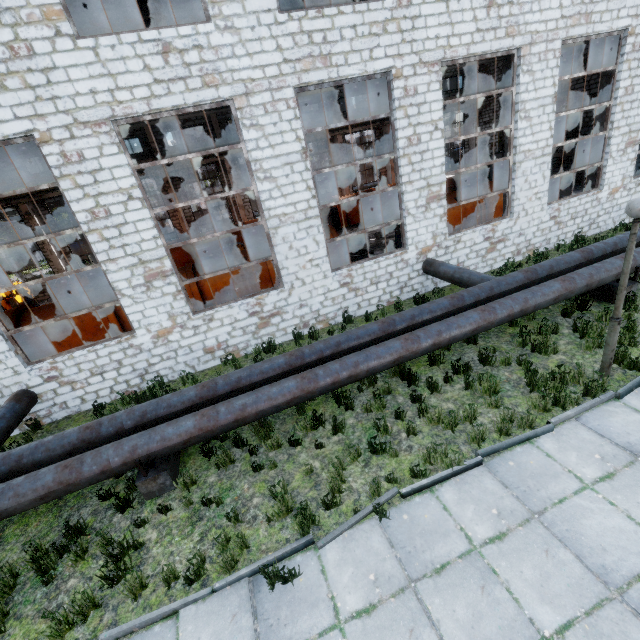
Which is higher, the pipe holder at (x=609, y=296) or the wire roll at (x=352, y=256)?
the wire roll at (x=352, y=256)

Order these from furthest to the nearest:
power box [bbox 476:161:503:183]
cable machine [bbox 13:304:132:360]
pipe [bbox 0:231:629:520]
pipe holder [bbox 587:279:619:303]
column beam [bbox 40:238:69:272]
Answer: power box [bbox 476:161:503:183] < column beam [bbox 40:238:69:272] < cable machine [bbox 13:304:132:360] < pipe holder [bbox 587:279:619:303] < pipe [bbox 0:231:629:520]

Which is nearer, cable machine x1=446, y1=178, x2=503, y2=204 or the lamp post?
the lamp post

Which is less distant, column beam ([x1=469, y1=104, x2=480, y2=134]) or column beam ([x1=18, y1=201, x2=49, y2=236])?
column beam ([x1=18, y1=201, x2=49, y2=236])

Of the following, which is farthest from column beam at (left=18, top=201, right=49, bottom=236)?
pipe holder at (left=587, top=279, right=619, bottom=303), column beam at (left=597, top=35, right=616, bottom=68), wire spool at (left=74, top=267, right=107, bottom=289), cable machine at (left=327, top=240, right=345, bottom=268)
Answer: column beam at (left=597, top=35, right=616, bottom=68)

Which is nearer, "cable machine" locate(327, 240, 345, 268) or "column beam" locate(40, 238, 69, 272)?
"cable machine" locate(327, 240, 345, 268)

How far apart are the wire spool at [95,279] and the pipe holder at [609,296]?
17.9m

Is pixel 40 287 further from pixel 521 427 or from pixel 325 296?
pixel 521 427
